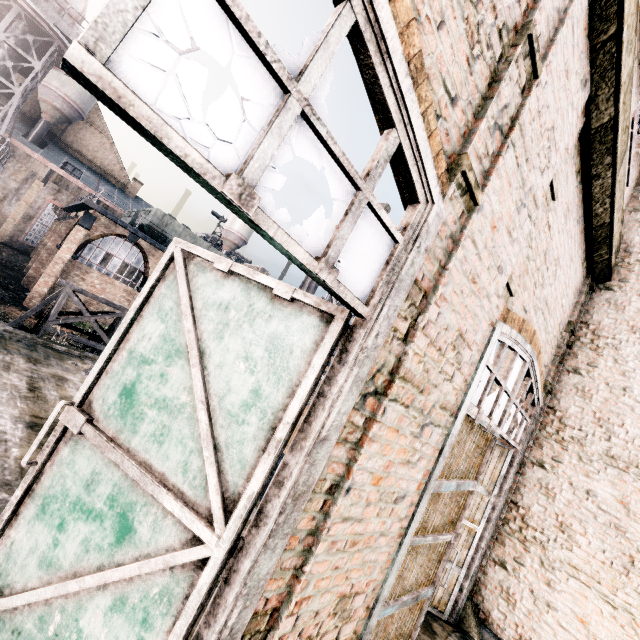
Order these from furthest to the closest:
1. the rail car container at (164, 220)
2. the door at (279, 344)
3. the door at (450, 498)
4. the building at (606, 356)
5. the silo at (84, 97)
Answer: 1. the silo at (84, 97)
2. the rail car container at (164, 220)
3. the door at (450, 498)
4. the building at (606, 356)
5. the door at (279, 344)

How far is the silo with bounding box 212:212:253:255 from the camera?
55.9 meters

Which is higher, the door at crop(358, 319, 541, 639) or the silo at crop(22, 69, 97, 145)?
the silo at crop(22, 69, 97, 145)

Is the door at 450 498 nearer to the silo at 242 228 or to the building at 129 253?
the building at 129 253

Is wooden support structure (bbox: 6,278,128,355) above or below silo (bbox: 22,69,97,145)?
below

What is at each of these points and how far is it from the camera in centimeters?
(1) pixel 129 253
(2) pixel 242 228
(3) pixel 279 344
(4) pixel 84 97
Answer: (1) building, 2584cm
(2) silo, 5625cm
(3) door, 248cm
(4) silo, 3925cm

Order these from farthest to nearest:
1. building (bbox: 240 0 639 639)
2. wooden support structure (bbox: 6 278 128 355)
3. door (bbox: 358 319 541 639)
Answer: wooden support structure (bbox: 6 278 128 355) → door (bbox: 358 319 541 639) → building (bbox: 240 0 639 639)

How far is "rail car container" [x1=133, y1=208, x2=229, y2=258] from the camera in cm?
2728
